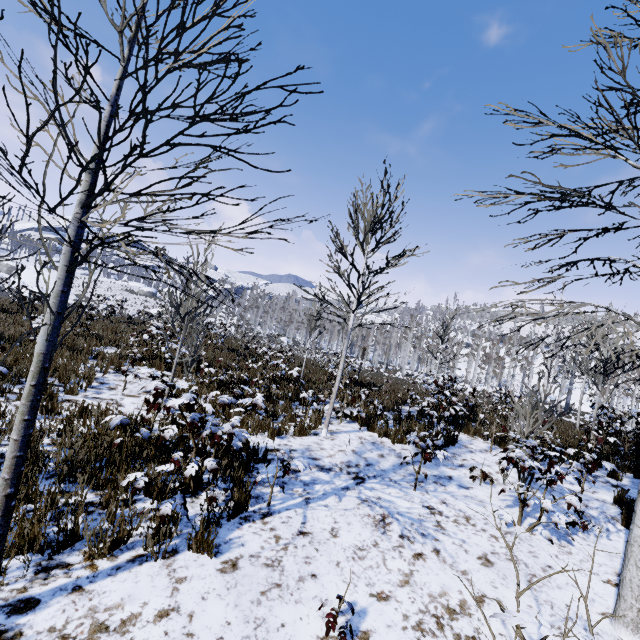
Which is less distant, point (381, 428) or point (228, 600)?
point (228, 600)
